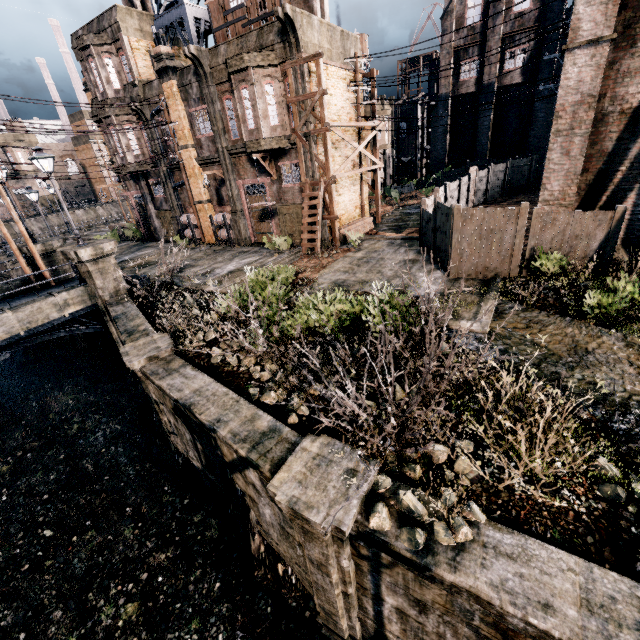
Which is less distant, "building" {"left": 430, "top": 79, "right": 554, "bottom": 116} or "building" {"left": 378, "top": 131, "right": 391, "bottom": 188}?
"building" {"left": 430, "top": 79, "right": 554, "bottom": 116}

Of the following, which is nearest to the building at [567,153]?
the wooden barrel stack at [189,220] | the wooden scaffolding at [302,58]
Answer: the wooden scaffolding at [302,58]

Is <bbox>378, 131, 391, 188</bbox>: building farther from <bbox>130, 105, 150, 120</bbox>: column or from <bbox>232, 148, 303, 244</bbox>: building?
<bbox>130, 105, 150, 120</bbox>: column

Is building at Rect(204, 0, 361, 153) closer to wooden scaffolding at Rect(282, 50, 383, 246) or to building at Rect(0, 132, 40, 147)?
wooden scaffolding at Rect(282, 50, 383, 246)

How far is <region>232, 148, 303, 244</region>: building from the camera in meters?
21.0 m

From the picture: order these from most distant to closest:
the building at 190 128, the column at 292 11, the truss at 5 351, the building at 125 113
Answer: the building at 125 113 → the building at 190 128 → the column at 292 11 → the truss at 5 351

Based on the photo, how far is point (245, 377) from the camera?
9.4 meters

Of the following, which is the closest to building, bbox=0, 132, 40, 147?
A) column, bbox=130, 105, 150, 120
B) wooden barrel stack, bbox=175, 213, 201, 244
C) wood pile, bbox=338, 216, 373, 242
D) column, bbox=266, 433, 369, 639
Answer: column, bbox=130, 105, 150, 120
